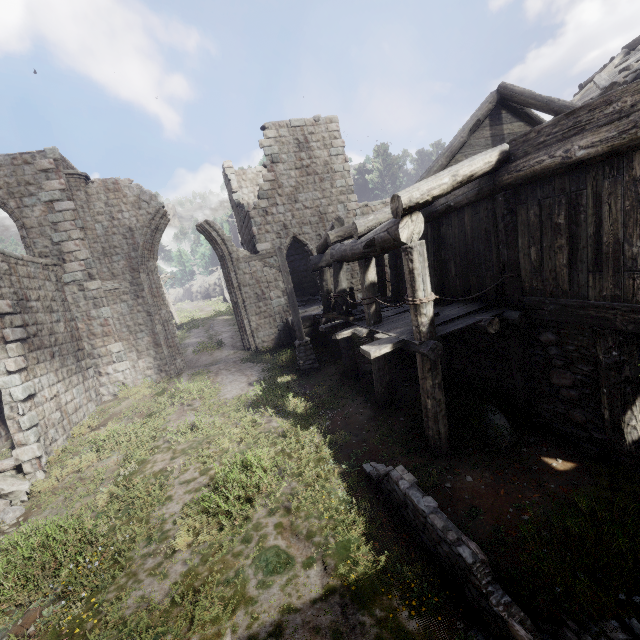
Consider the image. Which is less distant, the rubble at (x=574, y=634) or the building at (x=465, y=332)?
the rubble at (x=574, y=634)

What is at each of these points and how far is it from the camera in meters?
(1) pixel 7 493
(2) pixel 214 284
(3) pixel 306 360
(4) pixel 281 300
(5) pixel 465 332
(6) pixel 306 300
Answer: (1) rubble, 8.0
(2) rock, 54.4
(3) wooden lamp post, 12.1
(4) building, 16.7
(5) building, 8.2
(6) wooden plank rubble, 20.8

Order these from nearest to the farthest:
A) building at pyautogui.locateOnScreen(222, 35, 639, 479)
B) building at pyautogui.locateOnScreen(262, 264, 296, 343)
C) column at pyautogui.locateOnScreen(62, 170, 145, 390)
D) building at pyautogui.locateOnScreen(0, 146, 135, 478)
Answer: building at pyautogui.locateOnScreen(222, 35, 639, 479) < building at pyautogui.locateOnScreen(0, 146, 135, 478) < column at pyautogui.locateOnScreen(62, 170, 145, 390) < building at pyautogui.locateOnScreen(262, 264, 296, 343)

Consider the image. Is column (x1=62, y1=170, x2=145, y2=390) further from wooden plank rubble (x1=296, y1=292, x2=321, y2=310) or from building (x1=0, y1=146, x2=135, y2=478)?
wooden plank rubble (x1=296, y1=292, x2=321, y2=310)

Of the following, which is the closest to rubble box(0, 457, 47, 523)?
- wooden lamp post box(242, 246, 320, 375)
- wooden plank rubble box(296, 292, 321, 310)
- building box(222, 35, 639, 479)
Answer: building box(222, 35, 639, 479)

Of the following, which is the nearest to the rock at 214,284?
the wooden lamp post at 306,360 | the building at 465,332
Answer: the building at 465,332

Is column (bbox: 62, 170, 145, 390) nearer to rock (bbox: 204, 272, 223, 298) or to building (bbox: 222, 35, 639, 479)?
Result: building (bbox: 222, 35, 639, 479)

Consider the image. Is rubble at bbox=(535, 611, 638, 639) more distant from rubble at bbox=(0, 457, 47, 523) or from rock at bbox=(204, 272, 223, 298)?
rock at bbox=(204, 272, 223, 298)
